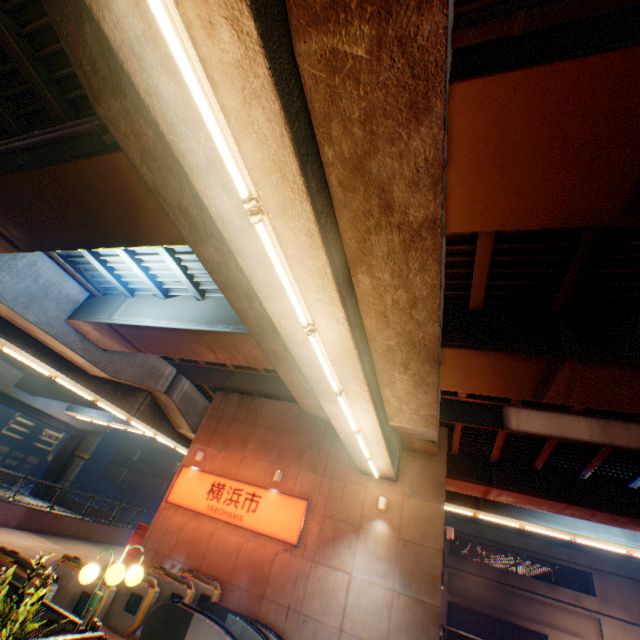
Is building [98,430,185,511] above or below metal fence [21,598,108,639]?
above

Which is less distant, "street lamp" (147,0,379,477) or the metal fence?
"street lamp" (147,0,379,477)

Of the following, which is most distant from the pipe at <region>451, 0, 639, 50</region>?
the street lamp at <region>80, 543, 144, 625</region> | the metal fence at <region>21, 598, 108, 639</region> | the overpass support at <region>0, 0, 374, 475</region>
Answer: the street lamp at <region>80, 543, 144, 625</region>

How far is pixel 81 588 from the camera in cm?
781

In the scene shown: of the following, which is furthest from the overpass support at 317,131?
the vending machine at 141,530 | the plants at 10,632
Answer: the vending machine at 141,530

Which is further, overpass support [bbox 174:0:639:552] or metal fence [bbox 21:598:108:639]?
metal fence [bbox 21:598:108:639]

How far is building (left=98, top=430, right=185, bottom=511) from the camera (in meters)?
41.69

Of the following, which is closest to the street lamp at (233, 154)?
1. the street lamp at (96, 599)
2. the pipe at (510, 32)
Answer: the pipe at (510, 32)
